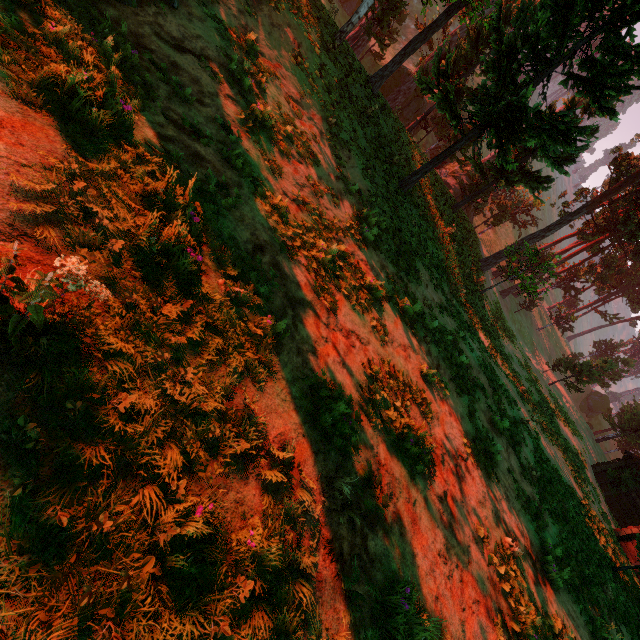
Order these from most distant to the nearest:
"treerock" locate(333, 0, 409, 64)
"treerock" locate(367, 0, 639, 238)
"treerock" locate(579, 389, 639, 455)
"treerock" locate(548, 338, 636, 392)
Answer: "treerock" locate(579, 389, 639, 455) < "treerock" locate(548, 338, 636, 392) < "treerock" locate(333, 0, 409, 64) < "treerock" locate(367, 0, 639, 238)

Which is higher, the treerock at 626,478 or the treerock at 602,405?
the treerock at 602,405

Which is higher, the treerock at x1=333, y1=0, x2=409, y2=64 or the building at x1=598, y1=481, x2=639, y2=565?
the treerock at x1=333, y1=0, x2=409, y2=64

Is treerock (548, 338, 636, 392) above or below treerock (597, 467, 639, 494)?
above

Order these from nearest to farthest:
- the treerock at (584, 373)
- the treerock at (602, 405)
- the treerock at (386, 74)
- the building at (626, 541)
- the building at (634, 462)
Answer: the treerock at (386, 74)
the building at (626, 541)
the building at (634, 462)
the treerock at (584, 373)
the treerock at (602, 405)

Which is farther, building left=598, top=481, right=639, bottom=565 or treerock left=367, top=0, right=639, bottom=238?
building left=598, top=481, right=639, bottom=565

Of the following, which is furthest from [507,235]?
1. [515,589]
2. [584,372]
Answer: [515,589]
